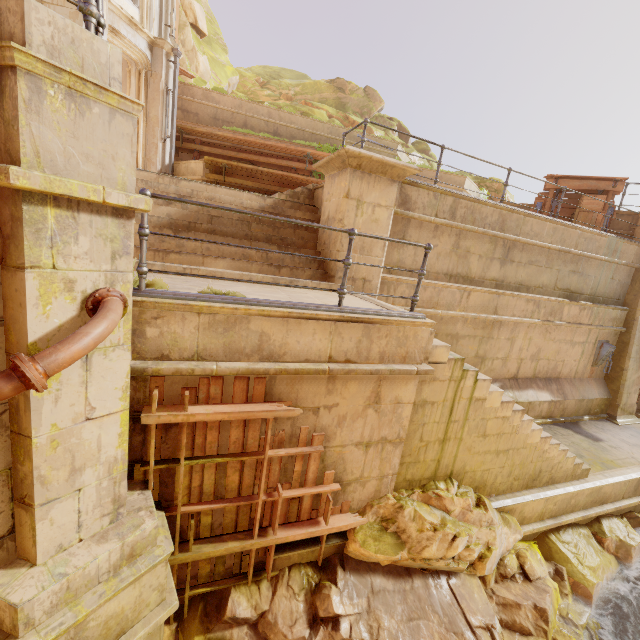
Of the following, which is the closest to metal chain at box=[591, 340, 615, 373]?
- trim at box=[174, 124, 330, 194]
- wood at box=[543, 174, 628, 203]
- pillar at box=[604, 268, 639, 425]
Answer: pillar at box=[604, 268, 639, 425]

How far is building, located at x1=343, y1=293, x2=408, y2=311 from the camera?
4.9 meters

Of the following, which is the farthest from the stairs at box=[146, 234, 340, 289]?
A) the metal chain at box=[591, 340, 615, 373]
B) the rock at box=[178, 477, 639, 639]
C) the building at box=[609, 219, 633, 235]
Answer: the building at box=[609, 219, 633, 235]

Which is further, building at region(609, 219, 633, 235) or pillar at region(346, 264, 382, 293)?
building at region(609, 219, 633, 235)

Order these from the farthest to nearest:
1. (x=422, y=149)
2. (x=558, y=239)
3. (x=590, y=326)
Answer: (x=422, y=149)
(x=590, y=326)
(x=558, y=239)

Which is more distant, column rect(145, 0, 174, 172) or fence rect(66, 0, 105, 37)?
column rect(145, 0, 174, 172)

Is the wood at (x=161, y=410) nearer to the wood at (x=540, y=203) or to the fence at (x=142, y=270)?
the fence at (x=142, y=270)

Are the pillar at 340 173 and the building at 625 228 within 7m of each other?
no
